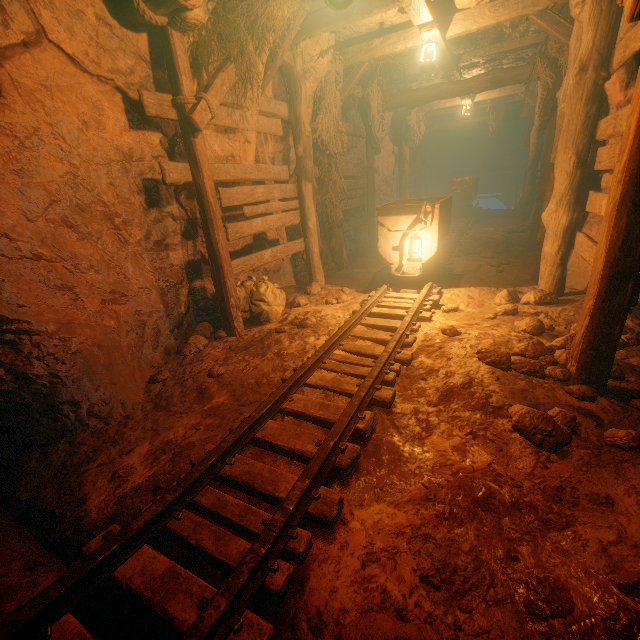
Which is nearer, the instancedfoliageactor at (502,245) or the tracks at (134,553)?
the tracks at (134,553)

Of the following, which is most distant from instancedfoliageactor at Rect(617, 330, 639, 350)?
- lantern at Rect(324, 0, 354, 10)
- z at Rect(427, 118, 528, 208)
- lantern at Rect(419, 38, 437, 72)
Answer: z at Rect(427, 118, 528, 208)

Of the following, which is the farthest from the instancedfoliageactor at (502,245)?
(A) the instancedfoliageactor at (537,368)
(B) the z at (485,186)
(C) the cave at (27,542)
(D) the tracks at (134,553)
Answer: (B) the z at (485,186)

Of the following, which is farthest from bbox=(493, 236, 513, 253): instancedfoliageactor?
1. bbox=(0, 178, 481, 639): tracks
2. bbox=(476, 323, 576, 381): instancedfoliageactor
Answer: bbox=(476, 323, 576, 381): instancedfoliageactor

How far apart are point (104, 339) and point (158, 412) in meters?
1.0 m

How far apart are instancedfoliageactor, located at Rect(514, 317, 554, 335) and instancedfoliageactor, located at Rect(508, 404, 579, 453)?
1.61m

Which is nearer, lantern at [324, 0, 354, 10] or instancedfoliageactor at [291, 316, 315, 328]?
lantern at [324, 0, 354, 10]

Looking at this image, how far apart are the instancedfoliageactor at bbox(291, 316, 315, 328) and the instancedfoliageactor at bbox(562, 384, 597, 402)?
2.2 meters
